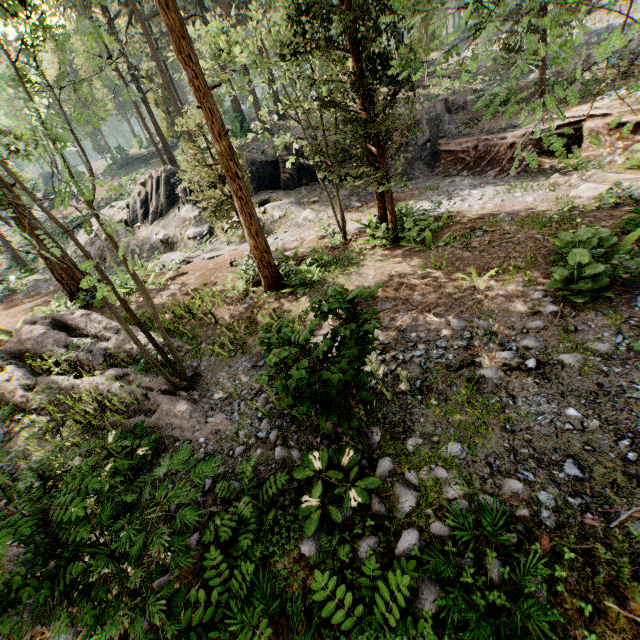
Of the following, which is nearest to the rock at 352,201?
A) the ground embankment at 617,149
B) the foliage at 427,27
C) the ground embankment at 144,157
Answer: the ground embankment at 617,149

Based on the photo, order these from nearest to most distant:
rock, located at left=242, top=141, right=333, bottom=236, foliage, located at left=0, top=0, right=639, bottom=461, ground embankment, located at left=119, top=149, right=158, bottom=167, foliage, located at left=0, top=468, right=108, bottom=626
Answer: foliage, located at left=0, top=468, right=108, bottom=626 < foliage, located at left=0, top=0, right=639, bottom=461 < rock, located at left=242, top=141, right=333, bottom=236 < ground embankment, located at left=119, top=149, right=158, bottom=167

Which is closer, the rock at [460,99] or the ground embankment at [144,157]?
the rock at [460,99]

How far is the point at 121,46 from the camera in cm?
2747

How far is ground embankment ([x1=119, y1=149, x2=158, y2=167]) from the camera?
51.1 meters

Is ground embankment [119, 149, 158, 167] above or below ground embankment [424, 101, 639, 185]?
above

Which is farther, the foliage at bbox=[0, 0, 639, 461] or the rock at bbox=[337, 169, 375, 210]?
the rock at bbox=[337, 169, 375, 210]

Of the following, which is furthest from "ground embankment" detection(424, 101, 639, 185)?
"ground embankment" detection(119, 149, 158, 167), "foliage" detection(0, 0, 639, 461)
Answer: "ground embankment" detection(119, 149, 158, 167)
